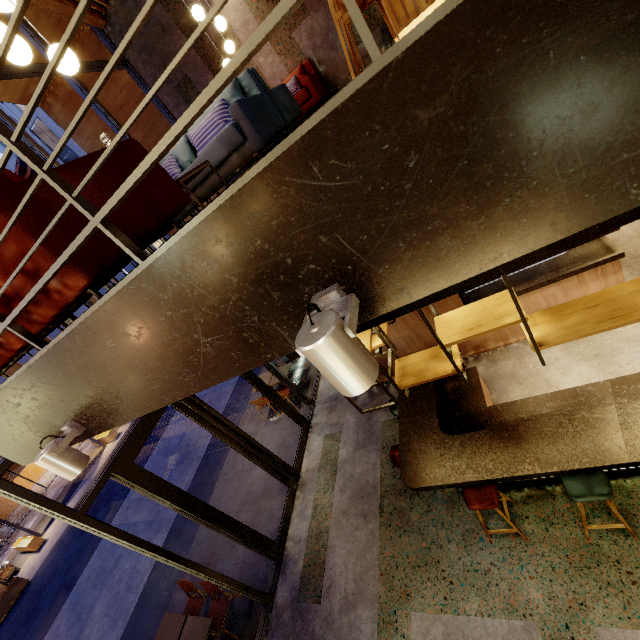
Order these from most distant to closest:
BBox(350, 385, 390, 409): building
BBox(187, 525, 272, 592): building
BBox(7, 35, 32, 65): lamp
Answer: BBox(350, 385, 390, 409): building, BBox(187, 525, 272, 592): building, BBox(7, 35, 32, 65): lamp

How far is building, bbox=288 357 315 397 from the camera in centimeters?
916cm

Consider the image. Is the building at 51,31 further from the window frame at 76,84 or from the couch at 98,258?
the couch at 98,258

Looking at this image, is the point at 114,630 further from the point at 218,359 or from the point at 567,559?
→ the point at 218,359

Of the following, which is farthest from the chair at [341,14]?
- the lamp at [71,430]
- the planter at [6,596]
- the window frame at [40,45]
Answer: the planter at [6,596]

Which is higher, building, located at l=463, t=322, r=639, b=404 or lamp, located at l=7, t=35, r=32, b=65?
lamp, located at l=7, t=35, r=32, b=65

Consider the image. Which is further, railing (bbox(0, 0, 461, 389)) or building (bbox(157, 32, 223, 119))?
building (bbox(157, 32, 223, 119))

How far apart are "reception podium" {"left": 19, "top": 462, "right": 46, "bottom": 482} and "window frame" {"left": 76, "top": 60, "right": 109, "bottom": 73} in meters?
22.0
